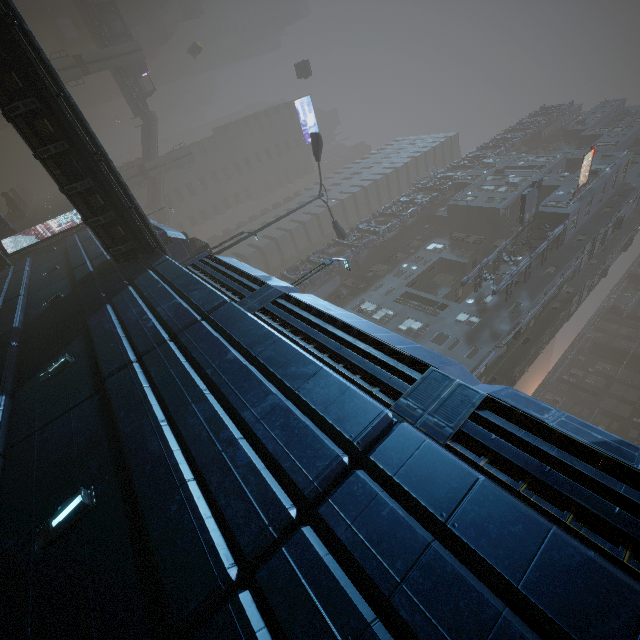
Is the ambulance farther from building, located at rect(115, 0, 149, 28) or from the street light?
the street light

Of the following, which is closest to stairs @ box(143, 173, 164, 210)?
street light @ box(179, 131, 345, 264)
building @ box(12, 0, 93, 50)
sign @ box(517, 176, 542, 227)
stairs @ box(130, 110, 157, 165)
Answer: stairs @ box(130, 110, 157, 165)

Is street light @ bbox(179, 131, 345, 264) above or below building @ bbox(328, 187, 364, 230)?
below

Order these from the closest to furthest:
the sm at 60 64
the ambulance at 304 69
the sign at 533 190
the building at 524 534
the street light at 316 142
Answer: the building at 524 534 < the street light at 316 142 < the sign at 533 190 < the sm at 60 64 < the ambulance at 304 69

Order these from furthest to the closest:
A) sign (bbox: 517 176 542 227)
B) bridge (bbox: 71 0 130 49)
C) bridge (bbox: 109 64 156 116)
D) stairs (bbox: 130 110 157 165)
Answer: stairs (bbox: 130 110 157 165), bridge (bbox: 109 64 156 116), bridge (bbox: 71 0 130 49), sign (bbox: 517 176 542 227)

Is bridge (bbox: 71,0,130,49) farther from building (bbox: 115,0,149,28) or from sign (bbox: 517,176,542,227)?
sign (bbox: 517,176,542,227)

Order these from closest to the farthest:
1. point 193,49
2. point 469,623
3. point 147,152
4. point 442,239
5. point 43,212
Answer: point 469,623, point 442,239, point 43,212, point 147,152, point 193,49

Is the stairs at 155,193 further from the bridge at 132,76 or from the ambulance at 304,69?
the ambulance at 304,69
